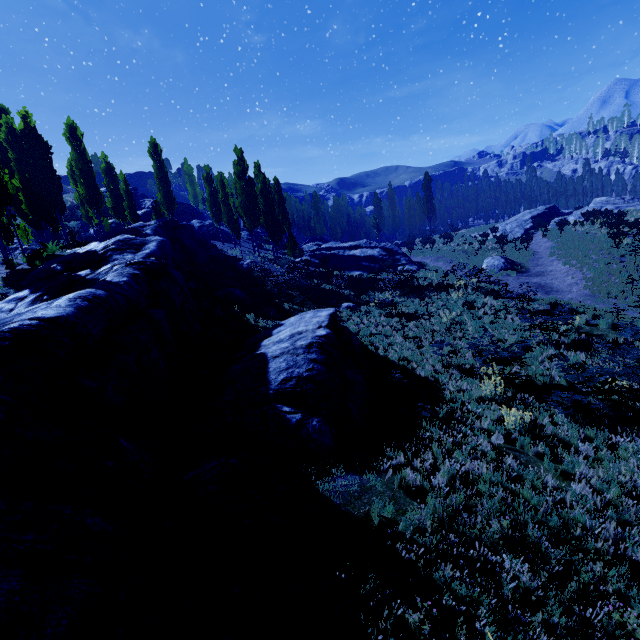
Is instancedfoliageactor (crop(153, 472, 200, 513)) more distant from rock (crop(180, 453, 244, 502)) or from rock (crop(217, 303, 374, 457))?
rock (crop(217, 303, 374, 457))

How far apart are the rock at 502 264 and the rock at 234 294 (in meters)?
20.72

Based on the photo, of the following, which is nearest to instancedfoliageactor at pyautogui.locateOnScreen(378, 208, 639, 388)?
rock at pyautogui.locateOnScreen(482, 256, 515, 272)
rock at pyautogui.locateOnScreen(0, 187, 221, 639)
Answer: rock at pyautogui.locateOnScreen(0, 187, 221, 639)

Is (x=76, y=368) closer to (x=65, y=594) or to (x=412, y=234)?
(x=65, y=594)

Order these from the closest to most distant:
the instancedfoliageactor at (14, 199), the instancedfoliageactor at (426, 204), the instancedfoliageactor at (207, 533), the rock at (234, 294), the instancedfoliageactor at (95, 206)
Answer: the instancedfoliageactor at (207, 533)
the rock at (234, 294)
the instancedfoliageactor at (14, 199)
the instancedfoliageactor at (95, 206)
the instancedfoliageactor at (426, 204)

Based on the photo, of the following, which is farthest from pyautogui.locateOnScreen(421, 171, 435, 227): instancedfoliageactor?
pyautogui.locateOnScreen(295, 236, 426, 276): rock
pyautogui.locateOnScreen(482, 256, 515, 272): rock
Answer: pyautogui.locateOnScreen(482, 256, 515, 272): rock

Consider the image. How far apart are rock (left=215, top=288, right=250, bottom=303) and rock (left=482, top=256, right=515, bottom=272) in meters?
20.7 m

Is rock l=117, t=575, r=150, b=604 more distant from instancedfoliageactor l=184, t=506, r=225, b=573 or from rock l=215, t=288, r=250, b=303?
rock l=215, t=288, r=250, b=303
